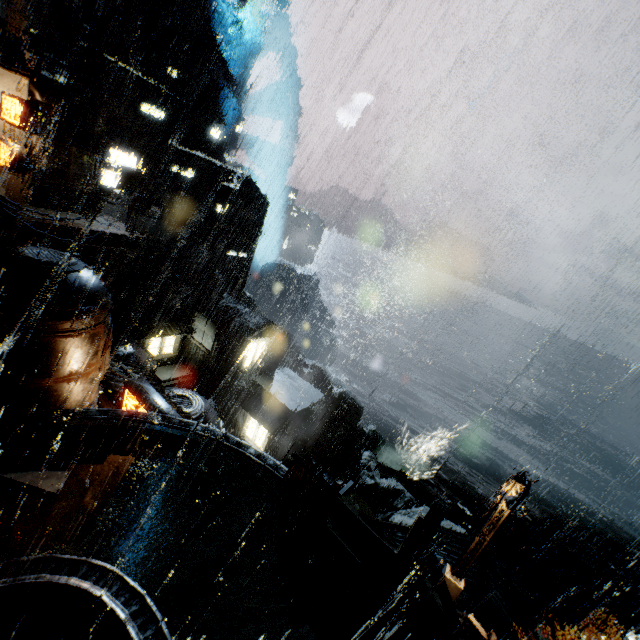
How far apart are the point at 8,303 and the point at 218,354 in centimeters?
2454cm

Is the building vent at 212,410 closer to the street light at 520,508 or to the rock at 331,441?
the street light at 520,508

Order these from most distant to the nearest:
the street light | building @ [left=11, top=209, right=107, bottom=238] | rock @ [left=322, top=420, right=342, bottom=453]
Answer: rock @ [left=322, top=420, right=342, bottom=453], building @ [left=11, top=209, right=107, bottom=238], the street light

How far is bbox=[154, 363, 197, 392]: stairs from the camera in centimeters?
3409cm

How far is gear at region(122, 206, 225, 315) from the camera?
37.66m

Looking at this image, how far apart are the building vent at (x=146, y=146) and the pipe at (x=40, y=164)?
17.5 meters

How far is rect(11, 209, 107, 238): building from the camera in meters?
23.6 m

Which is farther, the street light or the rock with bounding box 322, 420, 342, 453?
the rock with bounding box 322, 420, 342, 453
